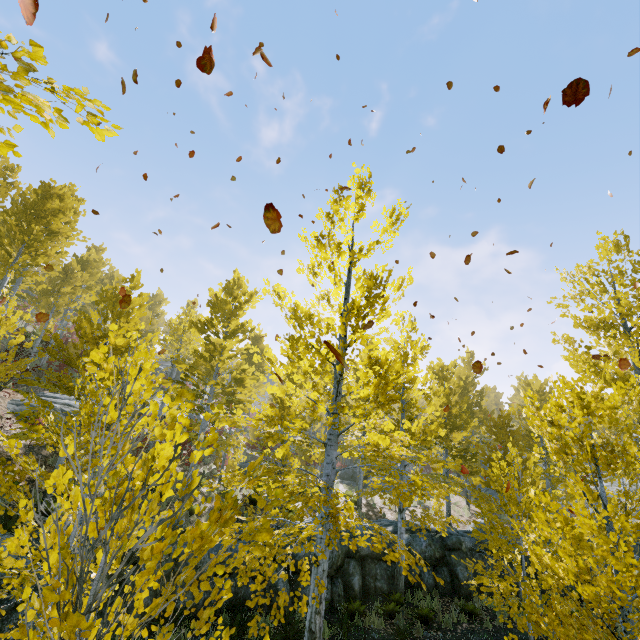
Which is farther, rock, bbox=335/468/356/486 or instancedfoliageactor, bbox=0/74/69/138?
rock, bbox=335/468/356/486

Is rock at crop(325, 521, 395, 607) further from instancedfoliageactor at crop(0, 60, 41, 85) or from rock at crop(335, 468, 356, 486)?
rock at crop(335, 468, 356, 486)

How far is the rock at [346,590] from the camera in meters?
10.7 m

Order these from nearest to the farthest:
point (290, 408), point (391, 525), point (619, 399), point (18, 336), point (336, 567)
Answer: point (619, 399), point (18, 336), point (336, 567), point (391, 525), point (290, 408)

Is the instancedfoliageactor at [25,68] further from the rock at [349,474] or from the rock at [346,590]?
the rock at [349,474]

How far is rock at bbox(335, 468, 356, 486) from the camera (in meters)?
26.66
